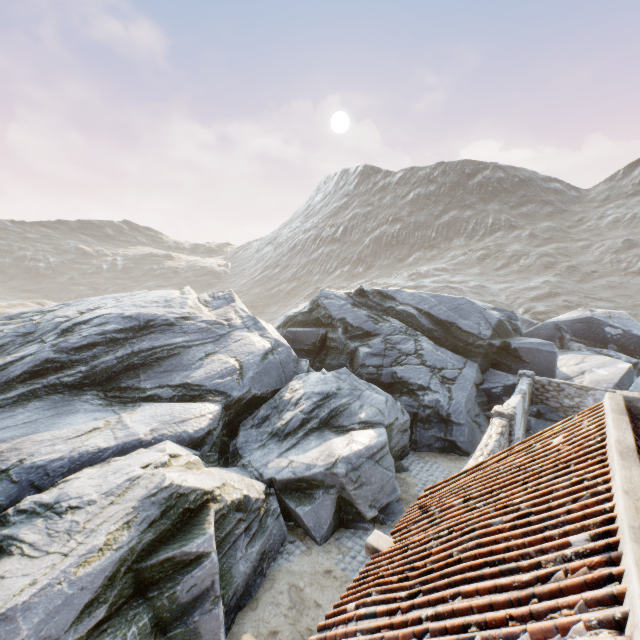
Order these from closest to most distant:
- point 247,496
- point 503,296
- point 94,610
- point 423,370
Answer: point 94,610
point 247,496
point 423,370
point 503,296

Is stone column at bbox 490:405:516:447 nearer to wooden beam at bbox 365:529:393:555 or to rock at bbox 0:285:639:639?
rock at bbox 0:285:639:639

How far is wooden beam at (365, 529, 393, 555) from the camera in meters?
5.8

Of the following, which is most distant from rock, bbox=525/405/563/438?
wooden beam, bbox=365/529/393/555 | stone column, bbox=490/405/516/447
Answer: wooden beam, bbox=365/529/393/555

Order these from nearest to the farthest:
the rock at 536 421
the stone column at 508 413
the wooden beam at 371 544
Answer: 1. the wooden beam at 371 544
2. the stone column at 508 413
3. the rock at 536 421

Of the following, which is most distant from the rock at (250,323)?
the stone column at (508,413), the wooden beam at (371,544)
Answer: the wooden beam at (371,544)

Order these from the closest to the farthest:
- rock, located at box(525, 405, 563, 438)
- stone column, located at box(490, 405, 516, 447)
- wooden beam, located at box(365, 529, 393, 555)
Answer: wooden beam, located at box(365, 529, 393, 555) → stone column, located at box(490, 405, 516, 447) → rock, located at box(525, 405, 563, 438)
